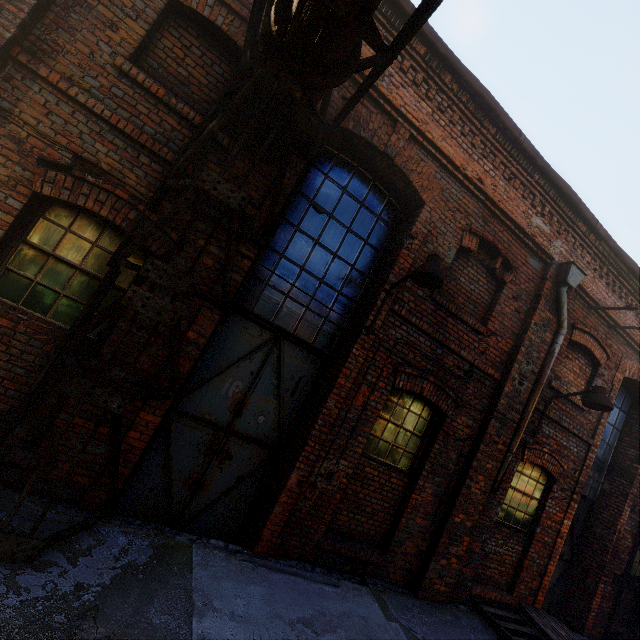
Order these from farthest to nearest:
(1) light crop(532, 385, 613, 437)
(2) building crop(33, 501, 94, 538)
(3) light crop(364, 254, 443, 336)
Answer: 1. (1) light crop(532, 385, 613, 437)
2. (3) light crop(364, 254, 443, 336)
3. (2) building crop(33, 501, 94, 538)

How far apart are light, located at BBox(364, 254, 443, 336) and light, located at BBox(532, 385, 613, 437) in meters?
3.9 m

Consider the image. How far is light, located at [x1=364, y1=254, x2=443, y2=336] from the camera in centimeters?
405cm

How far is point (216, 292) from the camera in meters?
3.9 m

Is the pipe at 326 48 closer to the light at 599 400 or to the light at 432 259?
the light at 432 259

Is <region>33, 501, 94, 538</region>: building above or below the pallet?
below

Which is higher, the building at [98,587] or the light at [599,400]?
the light at [599,400]

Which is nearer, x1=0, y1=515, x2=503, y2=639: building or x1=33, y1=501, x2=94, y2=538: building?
x1=0, y1=515, x2=503, y2=639: building
